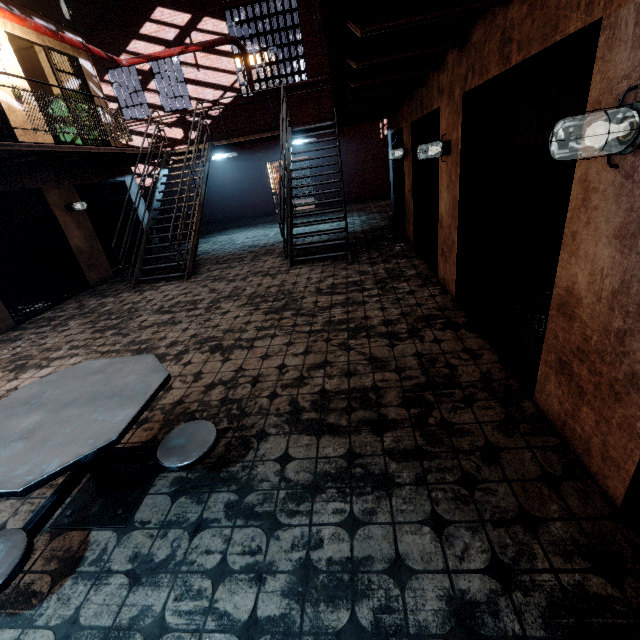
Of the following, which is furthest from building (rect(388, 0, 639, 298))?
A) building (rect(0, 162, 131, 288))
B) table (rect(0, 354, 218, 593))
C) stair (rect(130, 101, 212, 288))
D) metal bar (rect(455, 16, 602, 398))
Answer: building (rect(0, 162, 131, 288))

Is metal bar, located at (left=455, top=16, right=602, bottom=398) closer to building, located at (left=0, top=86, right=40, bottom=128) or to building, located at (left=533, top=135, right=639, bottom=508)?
building, located at (left=533, top=135, right=639, bottom=508)

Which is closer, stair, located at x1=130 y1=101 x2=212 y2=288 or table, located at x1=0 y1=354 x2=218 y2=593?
table, located at x1=0 y1=354 x2=218 y2=593

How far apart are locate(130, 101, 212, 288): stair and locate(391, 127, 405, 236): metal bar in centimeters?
518cm

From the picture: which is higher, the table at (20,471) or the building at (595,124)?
the building at (595,124)

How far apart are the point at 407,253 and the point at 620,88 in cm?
527

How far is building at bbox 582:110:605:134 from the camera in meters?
1.6 m

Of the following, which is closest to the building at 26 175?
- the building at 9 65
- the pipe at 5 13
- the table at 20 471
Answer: the building at 9 65
